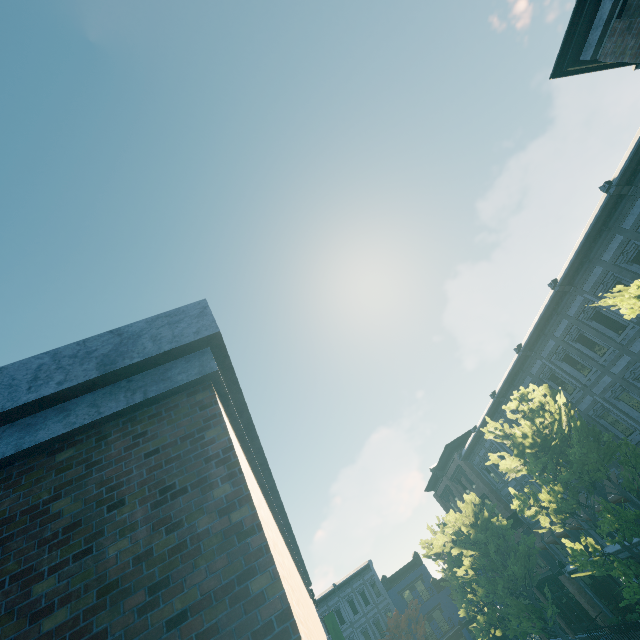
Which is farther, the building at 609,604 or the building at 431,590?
the building at 431,590

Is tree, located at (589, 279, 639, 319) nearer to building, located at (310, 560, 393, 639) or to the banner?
building, located at (310, 560, 393, 639)

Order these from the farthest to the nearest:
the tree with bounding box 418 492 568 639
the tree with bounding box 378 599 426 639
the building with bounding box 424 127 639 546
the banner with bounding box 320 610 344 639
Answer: the tree with bounding box 378 599 426 639 < the banner with bounding box 320 610 344 639 < the tree with bounding box 418 492 568 639 < the building with bounding box 424 127 639 546

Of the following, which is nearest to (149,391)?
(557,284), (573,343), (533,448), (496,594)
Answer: (533,448)

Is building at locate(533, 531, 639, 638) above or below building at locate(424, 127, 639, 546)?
below

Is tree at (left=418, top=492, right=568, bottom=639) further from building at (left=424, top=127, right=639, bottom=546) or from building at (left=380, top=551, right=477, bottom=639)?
building at (left=424, top=127, right=639, bottom=546)

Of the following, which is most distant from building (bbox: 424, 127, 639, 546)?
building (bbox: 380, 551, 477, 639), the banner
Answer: the banner

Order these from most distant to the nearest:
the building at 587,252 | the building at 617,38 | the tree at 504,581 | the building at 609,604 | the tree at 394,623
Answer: the tree at 394,623
the building at 609,604
the tree at 504,581
the building at 587,252
the building at 617,38
